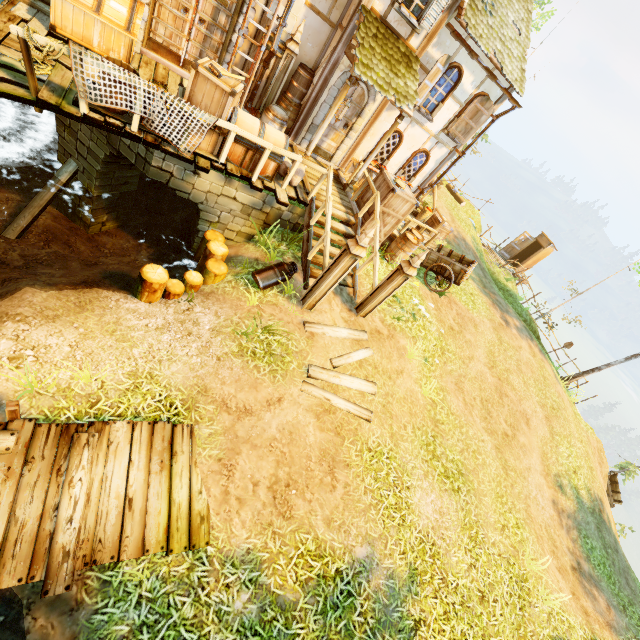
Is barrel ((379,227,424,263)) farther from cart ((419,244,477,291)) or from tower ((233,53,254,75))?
tower ((233,53,254,75))

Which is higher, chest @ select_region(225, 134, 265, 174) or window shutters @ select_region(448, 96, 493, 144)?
window shutters @ select_region(448, 96, 493, 144)

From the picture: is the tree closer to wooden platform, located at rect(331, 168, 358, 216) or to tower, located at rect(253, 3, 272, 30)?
wooden platform, located at rect(331, 168, 358, 216)

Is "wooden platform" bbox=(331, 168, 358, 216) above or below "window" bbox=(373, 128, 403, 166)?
below

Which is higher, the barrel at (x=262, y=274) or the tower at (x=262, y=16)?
the tower at (x=262, y=16)

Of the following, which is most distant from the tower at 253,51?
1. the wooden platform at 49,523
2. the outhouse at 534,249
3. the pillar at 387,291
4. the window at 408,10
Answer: the outhouse at 534,249

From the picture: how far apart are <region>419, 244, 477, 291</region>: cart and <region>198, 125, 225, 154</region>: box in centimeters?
750cm

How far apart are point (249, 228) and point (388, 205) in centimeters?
391cm
